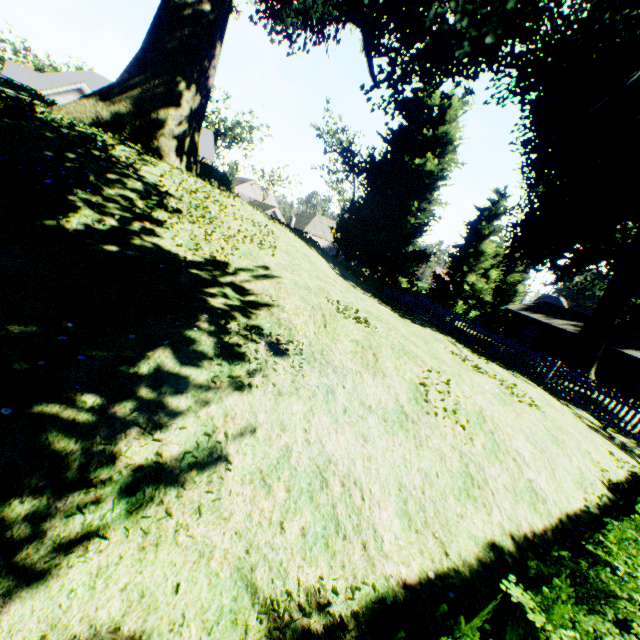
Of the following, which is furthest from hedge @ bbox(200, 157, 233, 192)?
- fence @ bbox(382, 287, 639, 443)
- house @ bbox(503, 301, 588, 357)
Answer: house @ bbox(503, 301, 588, 357)

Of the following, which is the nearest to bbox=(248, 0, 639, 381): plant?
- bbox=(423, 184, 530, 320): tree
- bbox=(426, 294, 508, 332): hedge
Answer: bbox=(423, 184, 530, 320): tree

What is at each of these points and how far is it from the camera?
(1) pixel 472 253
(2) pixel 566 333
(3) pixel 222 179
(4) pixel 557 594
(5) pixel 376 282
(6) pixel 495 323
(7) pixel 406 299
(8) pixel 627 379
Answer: (1) tree, 38.19m
(2) house, 31.02m
(3) hedge, 17.77m
(4) hedge, 2.61m
(5) hedge, 29.80m
(6) hedge, 45.06m
(7) fence, 24.20m
(8) house, 26.61m

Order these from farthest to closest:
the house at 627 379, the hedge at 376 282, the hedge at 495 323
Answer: the hedge at 495 323, the hedge at 376 282, the house at 627 379

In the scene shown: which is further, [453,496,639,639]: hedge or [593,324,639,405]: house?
[593,324,639,405]: house

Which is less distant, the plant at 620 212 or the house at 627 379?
the plant at 620 212

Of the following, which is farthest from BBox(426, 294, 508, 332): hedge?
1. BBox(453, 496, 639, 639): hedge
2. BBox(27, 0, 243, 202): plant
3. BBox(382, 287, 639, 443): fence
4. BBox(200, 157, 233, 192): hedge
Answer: BBox(200, 157, 233, 192): hedge

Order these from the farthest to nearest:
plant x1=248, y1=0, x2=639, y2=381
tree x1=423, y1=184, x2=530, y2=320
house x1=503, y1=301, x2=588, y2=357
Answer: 1. tree x1=423, y1=184, x2=530, y2=320
2. house x1=503, y1=301, x2=588, y2=357
3. plant x1=248, y1=0, x2=639, y2=381
